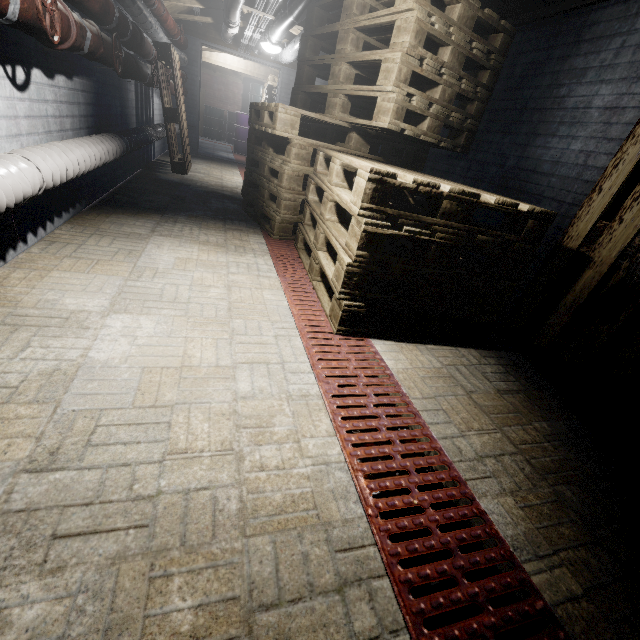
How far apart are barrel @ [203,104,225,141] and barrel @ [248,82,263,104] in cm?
10

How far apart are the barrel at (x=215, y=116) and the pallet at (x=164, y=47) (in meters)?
7.73

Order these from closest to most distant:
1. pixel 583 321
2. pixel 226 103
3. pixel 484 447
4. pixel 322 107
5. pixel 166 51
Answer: pixel 484 447 < pixel 583 321 < pixel 322 107 < pixel 166 51 < pixel 226 103

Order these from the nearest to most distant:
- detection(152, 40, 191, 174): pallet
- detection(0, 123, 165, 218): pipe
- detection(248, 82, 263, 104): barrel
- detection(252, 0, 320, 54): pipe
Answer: detection(0, 123, 165, 218): pipe < detection(252, 0, 320, 54): pipe < detection(152, 40, 191, 174): pallet < detection(248, 82, 263, 104): barrel

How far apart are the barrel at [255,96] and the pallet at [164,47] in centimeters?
755cm

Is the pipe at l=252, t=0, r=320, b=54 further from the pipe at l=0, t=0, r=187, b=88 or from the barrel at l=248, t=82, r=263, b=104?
the barrel at l=248, t=82, r=263, b=104

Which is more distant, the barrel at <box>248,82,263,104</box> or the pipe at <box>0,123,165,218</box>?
the barrel at <box>248,82,263,104</box>

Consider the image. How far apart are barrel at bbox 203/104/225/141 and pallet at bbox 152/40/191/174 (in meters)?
7.73
